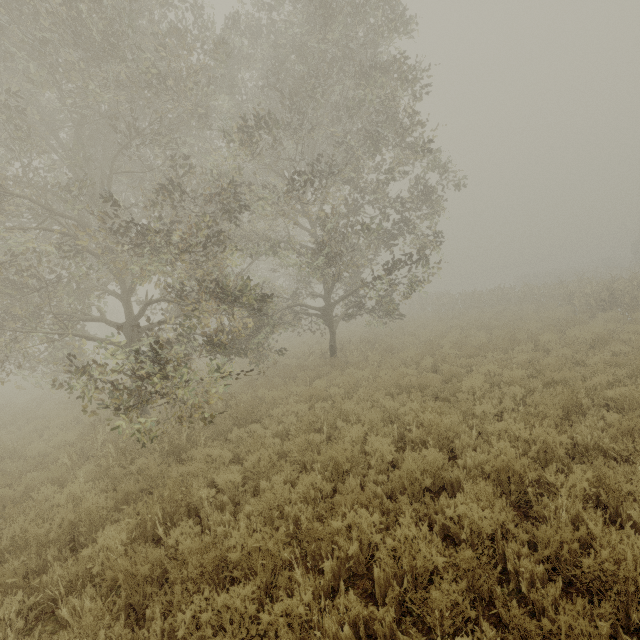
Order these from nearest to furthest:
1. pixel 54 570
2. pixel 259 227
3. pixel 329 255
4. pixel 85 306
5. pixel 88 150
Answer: pixel 54 570 → pixel 88 150 → pixel 329 255 → pixel 259 227 → pixel 85 306
